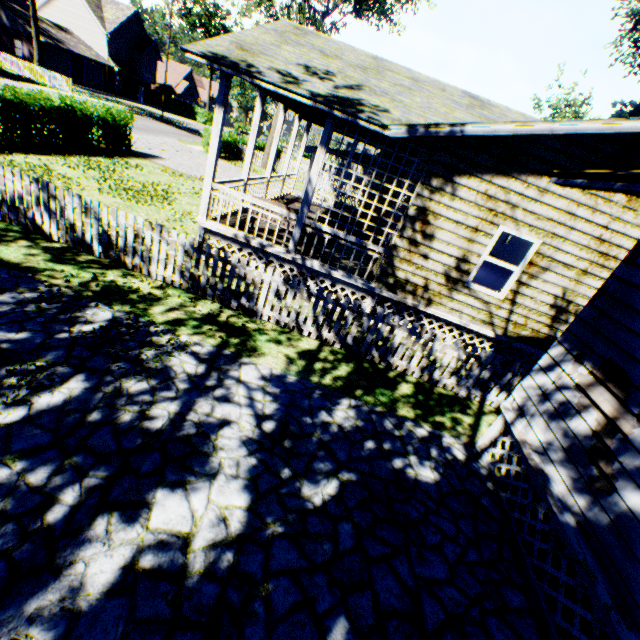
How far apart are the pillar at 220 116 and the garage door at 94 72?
52.13m

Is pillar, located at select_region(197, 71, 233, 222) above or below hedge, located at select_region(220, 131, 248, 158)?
above

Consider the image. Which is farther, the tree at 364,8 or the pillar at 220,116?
the tree at 364,8

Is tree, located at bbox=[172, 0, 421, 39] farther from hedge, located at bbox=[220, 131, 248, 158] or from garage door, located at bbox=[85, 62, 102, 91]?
garage door, located at bbox=[85, 62, 102, 91]

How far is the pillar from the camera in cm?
712

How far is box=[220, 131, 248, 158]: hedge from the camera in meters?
28.2 m

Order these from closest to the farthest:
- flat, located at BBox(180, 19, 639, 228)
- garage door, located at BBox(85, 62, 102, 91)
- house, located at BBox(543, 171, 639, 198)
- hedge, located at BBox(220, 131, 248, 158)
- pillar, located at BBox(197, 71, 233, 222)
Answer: house, located at BBox(543, 171, 639, 198)
flat, located at BBox(180, 19, 639, 228)
pillar, located at BBox(197, 71, 233, 222)
hedge, located at BBox(220, 131, 248, 158)
garage door, located at BBox(85, 62, 102, 91)

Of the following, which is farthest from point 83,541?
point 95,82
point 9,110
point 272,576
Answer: point 95,82
